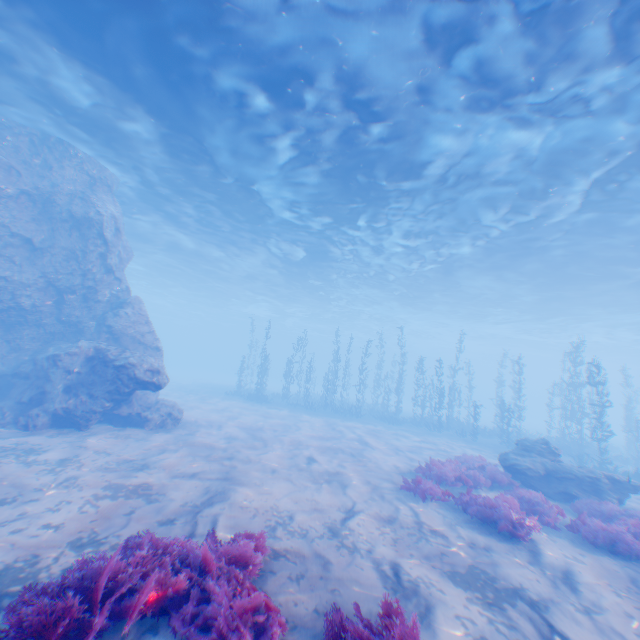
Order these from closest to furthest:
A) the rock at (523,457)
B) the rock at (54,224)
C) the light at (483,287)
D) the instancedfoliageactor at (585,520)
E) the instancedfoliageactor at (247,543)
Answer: the instancedfoliageactor at (247,543)
the instancedfoliageactor at (585,520)
the light at (483,287)
the rock at (523,457)
the rock at (54,224)

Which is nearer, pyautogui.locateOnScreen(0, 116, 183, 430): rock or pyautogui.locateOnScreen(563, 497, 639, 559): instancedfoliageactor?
pyautogui.locateOnScreen(563, 497, 639, 559): instancedfoliageactor

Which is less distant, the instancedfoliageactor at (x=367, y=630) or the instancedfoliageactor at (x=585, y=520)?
the instancedfoliageactor at (x=367, y=630)

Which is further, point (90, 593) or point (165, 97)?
point (165, 97)

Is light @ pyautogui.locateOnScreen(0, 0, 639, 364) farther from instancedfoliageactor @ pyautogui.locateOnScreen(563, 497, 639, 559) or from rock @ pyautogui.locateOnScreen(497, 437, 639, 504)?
instancedfoliageactor @ pyautogui.locateOnScreen(563, 497, 639, 559)

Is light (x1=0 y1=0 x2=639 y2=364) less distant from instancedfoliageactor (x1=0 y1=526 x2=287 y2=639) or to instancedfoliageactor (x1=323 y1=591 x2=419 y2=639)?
instancedfoliageactor (x1=323 y1=591 x2=419 y2=639)

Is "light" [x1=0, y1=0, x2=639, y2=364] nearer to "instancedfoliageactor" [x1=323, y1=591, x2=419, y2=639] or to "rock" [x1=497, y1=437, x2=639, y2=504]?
"instancedfoliageactor" [x1=323, y1=591, x2=419, y2=639]
